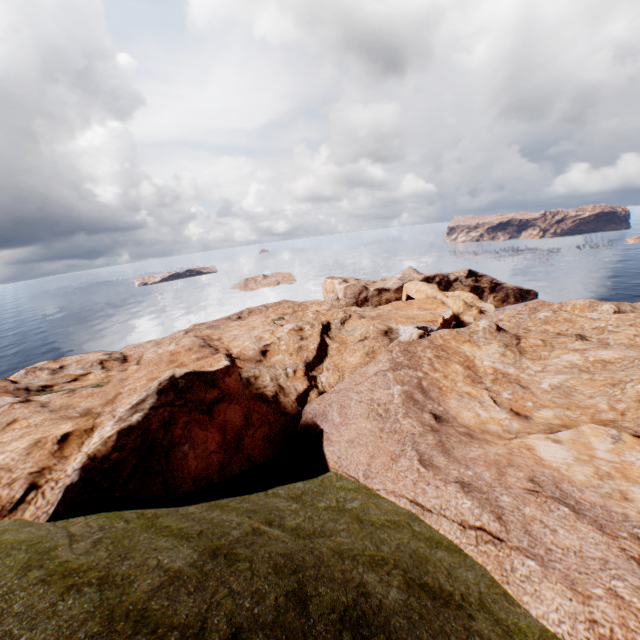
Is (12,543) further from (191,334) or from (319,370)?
(191,334)
